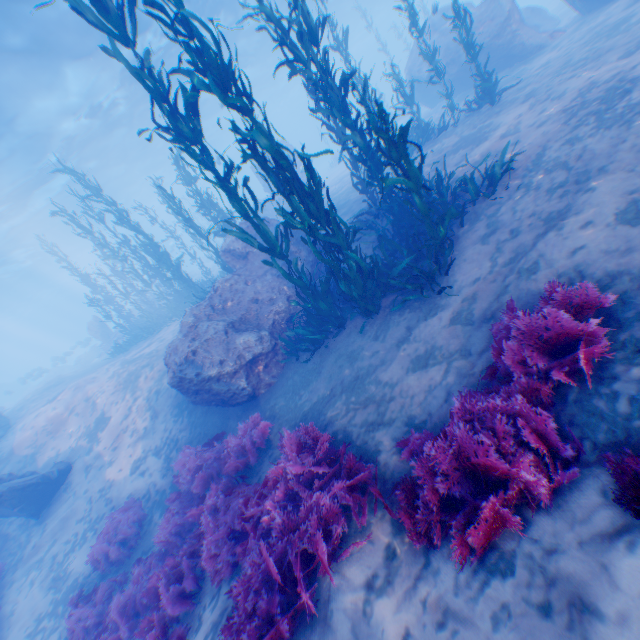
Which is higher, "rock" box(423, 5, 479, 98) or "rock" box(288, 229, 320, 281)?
"rock" box(423, 5, 479, 98)

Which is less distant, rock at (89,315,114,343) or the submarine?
rock at (89,315,114,343)

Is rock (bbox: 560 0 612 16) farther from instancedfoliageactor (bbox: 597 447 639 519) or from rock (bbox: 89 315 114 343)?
rock (bbox: 89 315 114 343)

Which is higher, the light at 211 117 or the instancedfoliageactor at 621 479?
the light at 211 117

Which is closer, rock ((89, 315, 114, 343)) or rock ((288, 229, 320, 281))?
rock ((288, 229, 320, 281))

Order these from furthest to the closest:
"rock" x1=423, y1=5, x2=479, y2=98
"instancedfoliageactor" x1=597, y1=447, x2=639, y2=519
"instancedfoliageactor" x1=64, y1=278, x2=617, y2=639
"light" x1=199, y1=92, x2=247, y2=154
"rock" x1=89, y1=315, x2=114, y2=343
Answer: "light" x1=199, y1=92, x2=247, y2=154 → "rock" x1=89, y1=315, x2=114, y2=343 → "rock" x1=423, y1=5, x2=479, y2=98 → "instancedfoliageactor" x1=64, y1=278, x2=617, y2=639 → "instancedfoliageactor" x1=597, y1=447, x2=639, y2=519

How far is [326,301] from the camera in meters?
7.2 m

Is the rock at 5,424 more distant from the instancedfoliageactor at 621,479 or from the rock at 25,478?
the rock at 25,478
